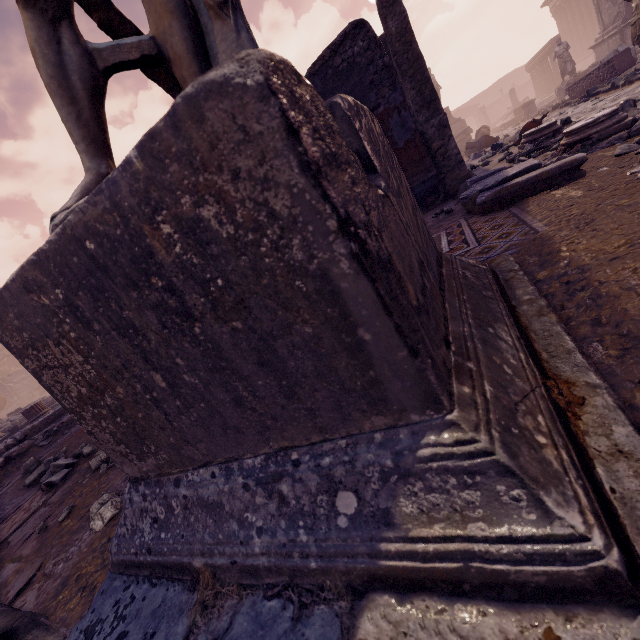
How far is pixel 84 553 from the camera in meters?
1.7

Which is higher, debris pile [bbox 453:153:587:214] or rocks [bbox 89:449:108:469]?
debris pile [bbox 453:153:587:214]

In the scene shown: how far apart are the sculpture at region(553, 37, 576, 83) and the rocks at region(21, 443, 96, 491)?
22.6m

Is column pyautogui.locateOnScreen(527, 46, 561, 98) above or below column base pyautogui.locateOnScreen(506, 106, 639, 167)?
above

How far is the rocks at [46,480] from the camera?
2.95m

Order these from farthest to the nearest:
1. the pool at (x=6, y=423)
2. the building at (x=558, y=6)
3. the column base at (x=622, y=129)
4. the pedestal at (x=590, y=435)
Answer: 1. the building at (x=558, y=6)
2. the pool at (x=6, y=423)
3. the column base at (x=622, y=129)
4. the pedestal at (x=590, y=435)

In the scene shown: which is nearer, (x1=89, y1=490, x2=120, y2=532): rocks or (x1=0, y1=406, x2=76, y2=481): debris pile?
(x1=89, y1=490, x2=120, y2=532): rocks

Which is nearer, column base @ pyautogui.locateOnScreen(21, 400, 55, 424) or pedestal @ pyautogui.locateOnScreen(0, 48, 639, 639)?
pedestal @ pyautogui.locateOnScreen(0, 48, 639, 639)
